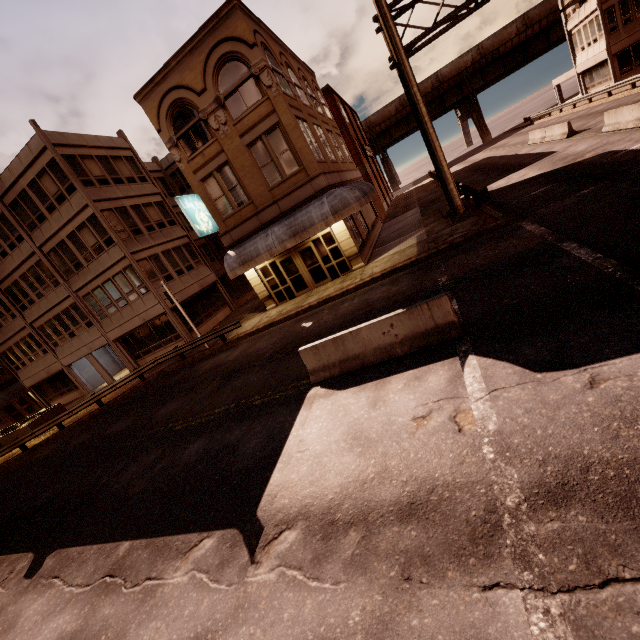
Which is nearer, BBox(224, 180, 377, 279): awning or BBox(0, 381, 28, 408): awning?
BBox(224, 180, 377, 279): awning

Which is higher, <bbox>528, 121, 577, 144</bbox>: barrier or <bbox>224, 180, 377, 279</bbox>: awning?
<bbox>224, 180, 377, 279</bbox>: awning

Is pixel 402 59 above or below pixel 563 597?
above

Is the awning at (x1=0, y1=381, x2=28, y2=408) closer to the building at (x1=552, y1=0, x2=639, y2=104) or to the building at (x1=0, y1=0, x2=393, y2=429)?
the building at (x1=0, y1=0, x2=393, y2=429)

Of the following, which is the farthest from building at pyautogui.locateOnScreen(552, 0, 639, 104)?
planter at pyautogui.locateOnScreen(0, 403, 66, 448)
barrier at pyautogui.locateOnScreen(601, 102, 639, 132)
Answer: planter at pyautogui.locateOnScreen(0, 403, 66, 448)

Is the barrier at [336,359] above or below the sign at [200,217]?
below

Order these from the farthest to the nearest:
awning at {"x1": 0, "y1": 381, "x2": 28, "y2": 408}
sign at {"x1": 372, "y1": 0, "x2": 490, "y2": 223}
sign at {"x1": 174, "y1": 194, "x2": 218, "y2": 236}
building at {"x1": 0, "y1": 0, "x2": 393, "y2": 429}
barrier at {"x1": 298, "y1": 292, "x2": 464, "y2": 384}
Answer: awning at {"x1": 0, "y1": 381, "x2": 28, "y2": 408}, sign at {"x1": 174, "y1": 194, "x2": 218, "y2": 236}, building at {"x1": 0, "y1": 0, "x2": 393, "y2": 429}, sign at {"x1": 372, "y1": 0, "x2": 490, "y2": 223}, barrier at {"x1": 298, "y1": 292, "x2": 464, "y2": 384}

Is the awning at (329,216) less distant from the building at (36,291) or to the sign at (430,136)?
the building at (36,291)
